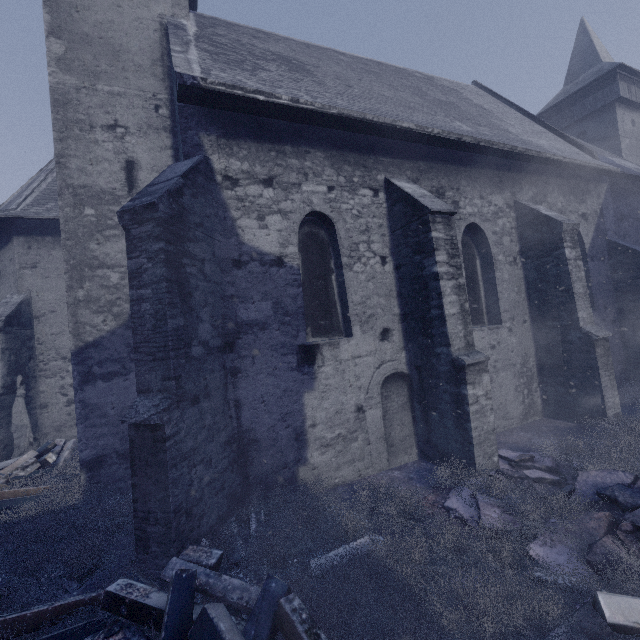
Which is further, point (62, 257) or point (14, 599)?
point (62, 257)

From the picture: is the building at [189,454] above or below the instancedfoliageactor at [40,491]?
above

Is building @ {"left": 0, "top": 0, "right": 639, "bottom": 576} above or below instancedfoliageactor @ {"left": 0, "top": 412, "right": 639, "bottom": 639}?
above

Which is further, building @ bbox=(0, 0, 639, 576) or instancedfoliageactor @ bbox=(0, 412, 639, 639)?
building @ bbox=(0, 0, 639, 576)

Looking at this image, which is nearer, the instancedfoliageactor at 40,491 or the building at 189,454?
the instancedfoliageactor at 40,491
